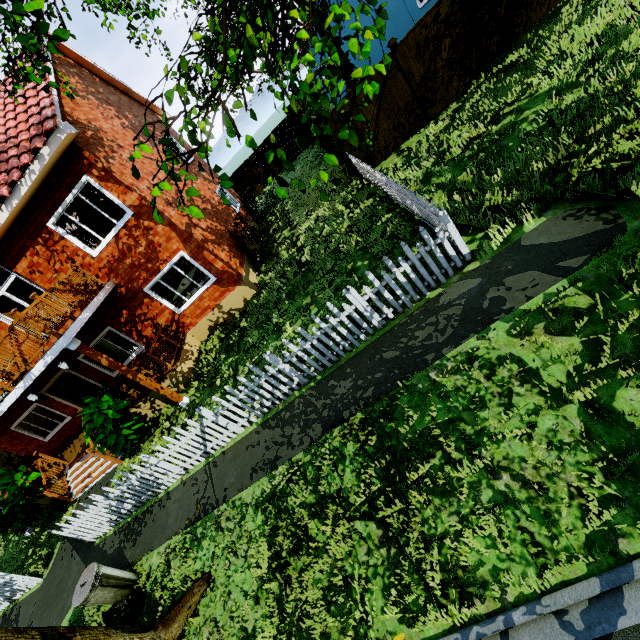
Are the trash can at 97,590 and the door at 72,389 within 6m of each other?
no

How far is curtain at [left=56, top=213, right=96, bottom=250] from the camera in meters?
9.3

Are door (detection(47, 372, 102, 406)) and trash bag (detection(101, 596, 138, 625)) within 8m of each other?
no

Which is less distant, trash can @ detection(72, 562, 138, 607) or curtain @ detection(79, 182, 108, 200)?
trash can @ detection(72, 562, 138, 607)

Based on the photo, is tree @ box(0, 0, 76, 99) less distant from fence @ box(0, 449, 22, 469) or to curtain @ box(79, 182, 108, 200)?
fence @ box(0, 449, 22, 469)

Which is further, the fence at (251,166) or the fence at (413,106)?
the fence at (251,166)

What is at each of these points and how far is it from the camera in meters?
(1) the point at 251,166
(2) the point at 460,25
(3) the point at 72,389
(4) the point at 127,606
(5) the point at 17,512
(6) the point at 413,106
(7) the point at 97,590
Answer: (1) fence, 22.4 m
(2) fence, 9.5 m
(3) door, 13.1 m
(4) trash bag, 6.0 m
(5) plant, 10.7 m
(6) fence, 10.5 m
(7) trash can, 6.0 m

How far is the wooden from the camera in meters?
8.3 m
